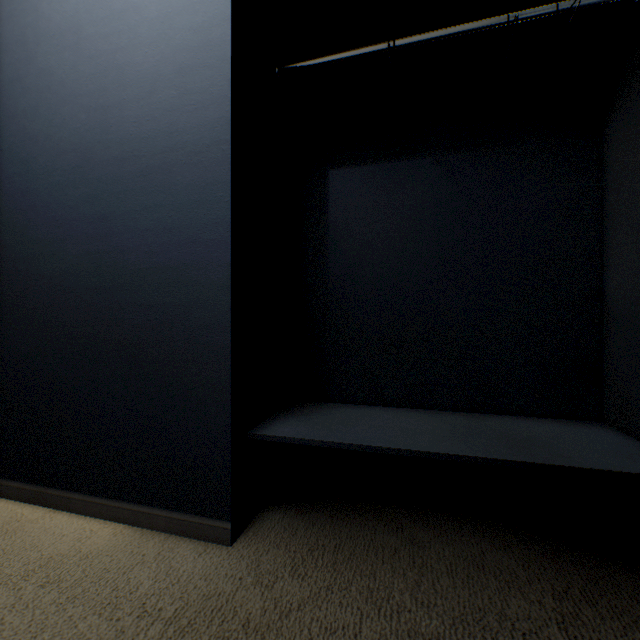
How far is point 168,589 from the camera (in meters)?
0.83
